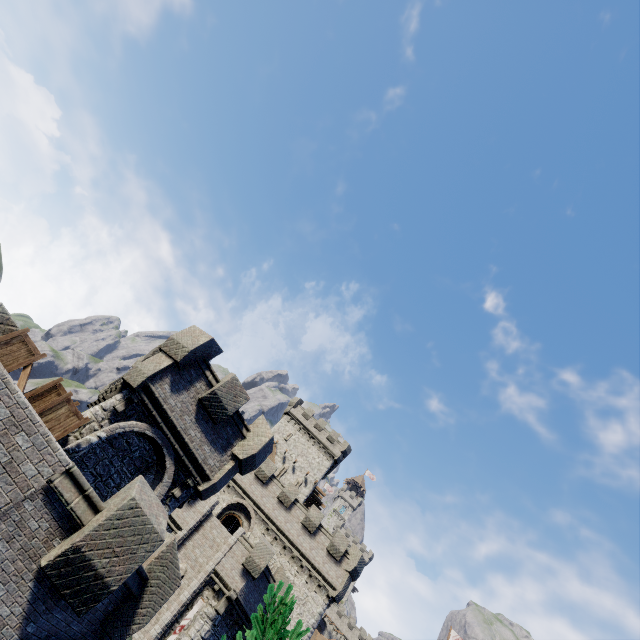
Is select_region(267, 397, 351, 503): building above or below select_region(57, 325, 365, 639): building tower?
above

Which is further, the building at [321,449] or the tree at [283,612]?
the building at [321,449]

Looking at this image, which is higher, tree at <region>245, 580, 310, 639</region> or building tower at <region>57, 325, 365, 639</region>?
building tower at <region>57, 325, 365, 639</region>

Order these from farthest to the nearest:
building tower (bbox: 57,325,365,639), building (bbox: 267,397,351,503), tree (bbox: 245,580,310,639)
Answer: building (bbox: 267,397,351,503) → building tower (bbox: 57,325,365,639) → tree (bbox: 245,580,310,639)

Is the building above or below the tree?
above

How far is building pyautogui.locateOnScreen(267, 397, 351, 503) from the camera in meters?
43.6 m

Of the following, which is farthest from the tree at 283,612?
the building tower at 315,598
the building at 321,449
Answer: the building at 321,449

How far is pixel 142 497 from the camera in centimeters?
773cm
